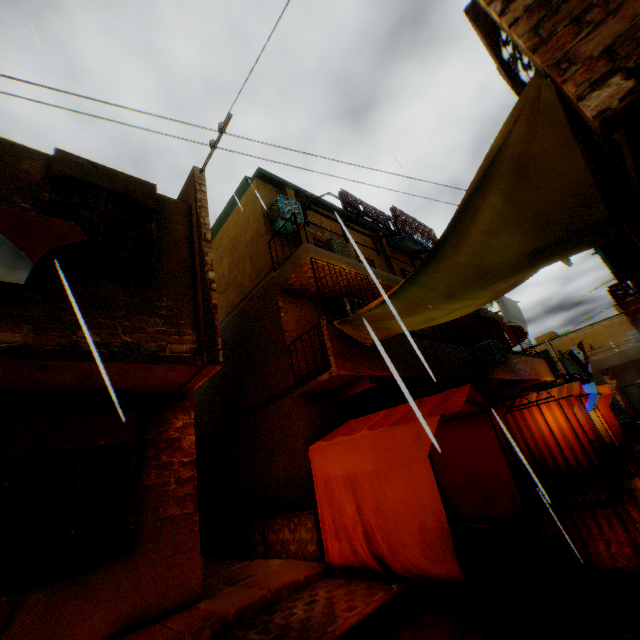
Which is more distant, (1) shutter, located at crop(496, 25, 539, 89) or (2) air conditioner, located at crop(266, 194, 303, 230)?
(2) air conditioner, located at crop(266, 194, 303, 230)

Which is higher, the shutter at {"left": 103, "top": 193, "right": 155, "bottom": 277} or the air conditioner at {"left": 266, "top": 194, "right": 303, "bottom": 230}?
the air conditioner at {"left": 266, "top": 194, "right": 303, "bottom": 230}

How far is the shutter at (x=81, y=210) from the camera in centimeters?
495cm

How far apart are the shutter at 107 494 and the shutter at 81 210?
2.28m

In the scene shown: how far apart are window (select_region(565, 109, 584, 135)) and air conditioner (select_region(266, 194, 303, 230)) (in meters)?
4.92

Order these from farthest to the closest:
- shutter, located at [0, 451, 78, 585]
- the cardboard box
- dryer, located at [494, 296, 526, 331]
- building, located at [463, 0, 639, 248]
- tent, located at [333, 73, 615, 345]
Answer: the cardboard box, dryer, located at [494, 296, 526, 331], shutter, located at [0, 451, 78, 585], tent, located at [333, 73, 615, 345], building, located at [463, 0, 639, 248]

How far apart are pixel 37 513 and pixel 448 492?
7.3 meters

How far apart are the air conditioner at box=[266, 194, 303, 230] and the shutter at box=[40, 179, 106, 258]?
4.0m
